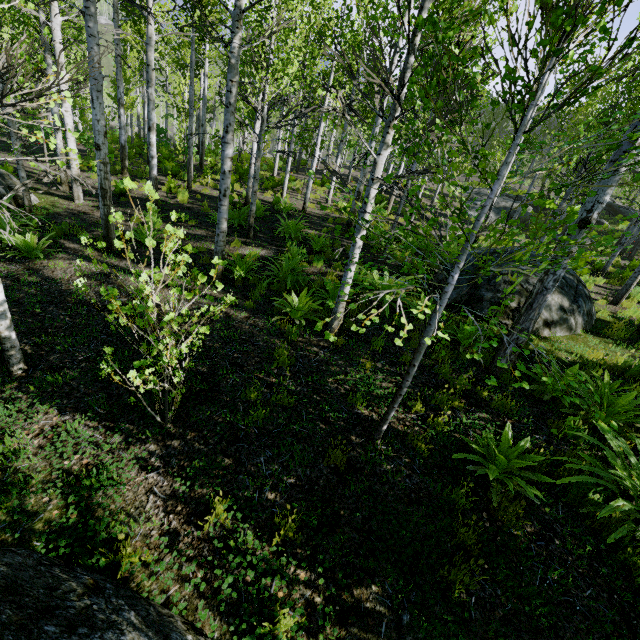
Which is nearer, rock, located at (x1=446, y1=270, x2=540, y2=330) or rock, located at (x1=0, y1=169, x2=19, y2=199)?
rock, located at (x1=446, y1=270, x2=540, y2=330)

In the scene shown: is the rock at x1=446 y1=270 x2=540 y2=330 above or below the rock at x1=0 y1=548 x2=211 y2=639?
above

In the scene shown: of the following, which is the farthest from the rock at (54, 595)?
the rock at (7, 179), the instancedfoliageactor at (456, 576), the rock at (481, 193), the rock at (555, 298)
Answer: the rock at (481, 193)

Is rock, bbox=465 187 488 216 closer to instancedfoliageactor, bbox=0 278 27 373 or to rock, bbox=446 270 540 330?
rock, bbox=446 270 540 330

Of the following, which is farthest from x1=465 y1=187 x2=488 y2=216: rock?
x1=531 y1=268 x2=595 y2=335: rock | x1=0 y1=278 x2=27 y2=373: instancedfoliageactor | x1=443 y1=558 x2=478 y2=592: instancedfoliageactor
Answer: x1=0 y1=278 x2=27 y2=373: instancedfoliageactor

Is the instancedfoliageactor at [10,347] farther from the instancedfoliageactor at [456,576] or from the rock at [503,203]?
the rock at [503,203]

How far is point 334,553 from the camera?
3.0 meters
